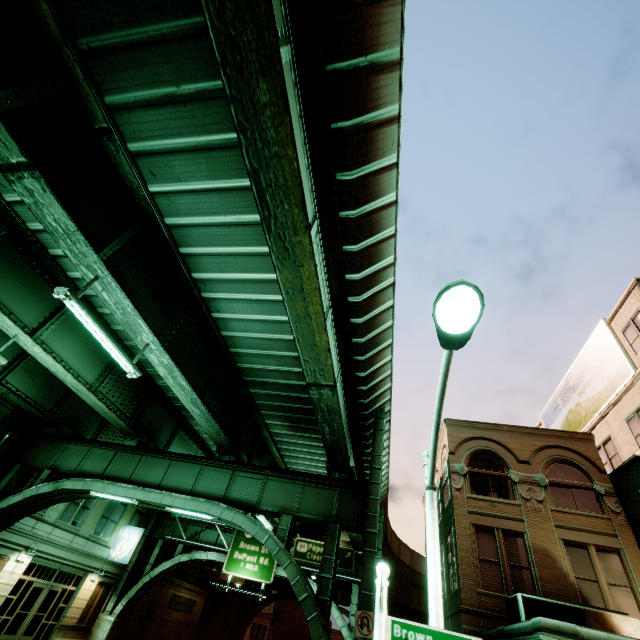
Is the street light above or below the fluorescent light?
below

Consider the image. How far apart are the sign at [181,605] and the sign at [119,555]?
12.3 meters

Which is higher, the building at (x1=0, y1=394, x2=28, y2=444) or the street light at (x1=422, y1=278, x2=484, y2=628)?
the building at (x1=0, y1=394, x2=28, y2=444)

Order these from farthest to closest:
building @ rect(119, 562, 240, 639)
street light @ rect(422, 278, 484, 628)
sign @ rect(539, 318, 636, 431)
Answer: building @ rect(119, 562, 240, 639) < sign @ rect(539, 318, 636, 431) < street light @ rect(422, 278, 484, 628)

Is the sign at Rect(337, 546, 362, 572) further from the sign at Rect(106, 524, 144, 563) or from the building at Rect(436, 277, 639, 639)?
the sign at Rect(106, 524, 144, 563)

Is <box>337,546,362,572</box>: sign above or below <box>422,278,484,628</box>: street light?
above

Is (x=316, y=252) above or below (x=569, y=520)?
above

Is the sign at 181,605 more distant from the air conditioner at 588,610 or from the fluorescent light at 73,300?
the fluorescent light at 73,300
